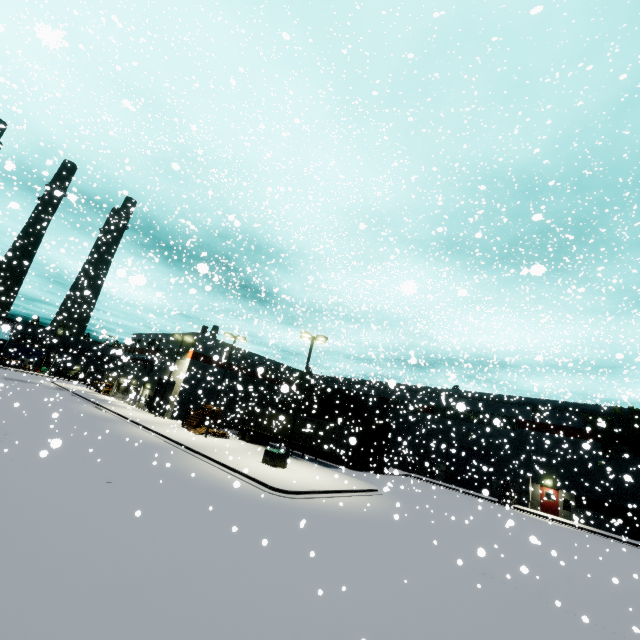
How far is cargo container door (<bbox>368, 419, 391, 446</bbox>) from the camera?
33.1 meters

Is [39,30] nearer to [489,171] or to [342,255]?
[342,255]

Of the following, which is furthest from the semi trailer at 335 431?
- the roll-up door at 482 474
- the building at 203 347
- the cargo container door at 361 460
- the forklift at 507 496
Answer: the forklift at 507 496

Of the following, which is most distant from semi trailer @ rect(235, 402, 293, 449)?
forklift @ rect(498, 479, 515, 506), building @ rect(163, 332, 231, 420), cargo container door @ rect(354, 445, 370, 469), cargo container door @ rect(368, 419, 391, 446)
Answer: forklift @ rect(498, 479, 515, 506)

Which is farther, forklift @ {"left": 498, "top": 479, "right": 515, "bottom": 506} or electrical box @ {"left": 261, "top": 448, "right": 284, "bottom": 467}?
forklift @ {"left": 498, "top": 479, "right": 515, "bottom": 506}

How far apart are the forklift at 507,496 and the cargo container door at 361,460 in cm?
1242

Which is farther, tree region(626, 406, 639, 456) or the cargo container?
the cargo container

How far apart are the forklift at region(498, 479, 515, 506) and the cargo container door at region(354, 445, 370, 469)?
12.4 meters
